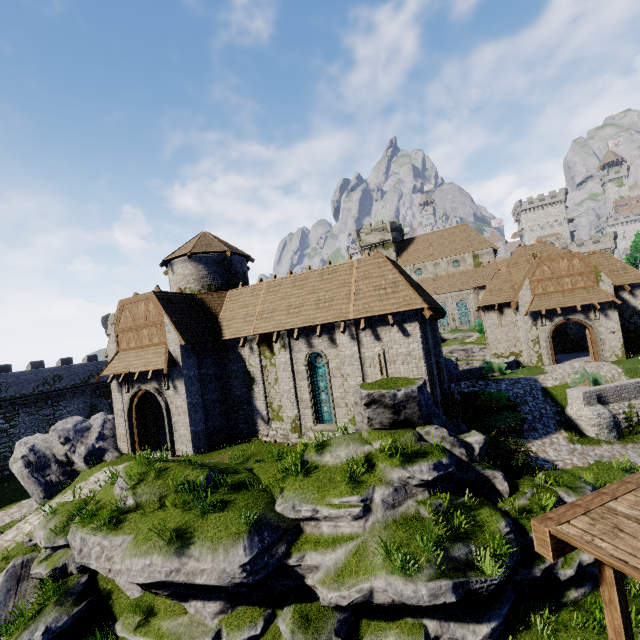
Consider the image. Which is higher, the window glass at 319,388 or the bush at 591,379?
the window glass at 319,388

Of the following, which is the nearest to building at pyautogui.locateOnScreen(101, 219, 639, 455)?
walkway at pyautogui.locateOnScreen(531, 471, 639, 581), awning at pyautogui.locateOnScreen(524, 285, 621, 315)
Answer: walkway at pyautogui.locateOnScreen(531, 471, 639, 581)

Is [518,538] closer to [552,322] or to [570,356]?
[552,322]

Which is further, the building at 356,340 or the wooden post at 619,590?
the building at 356,340

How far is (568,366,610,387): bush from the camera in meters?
20.1 m

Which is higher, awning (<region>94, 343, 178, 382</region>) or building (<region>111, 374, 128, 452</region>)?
awning (<region>94, 343, 178, 382</region>)

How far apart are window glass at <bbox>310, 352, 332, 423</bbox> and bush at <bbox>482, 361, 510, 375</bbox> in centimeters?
1561cm

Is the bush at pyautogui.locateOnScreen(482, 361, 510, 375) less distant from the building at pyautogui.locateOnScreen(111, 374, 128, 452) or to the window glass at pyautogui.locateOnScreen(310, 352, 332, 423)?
the building at pyautogui.locateOnScreen(111, 374, 128, 452)
